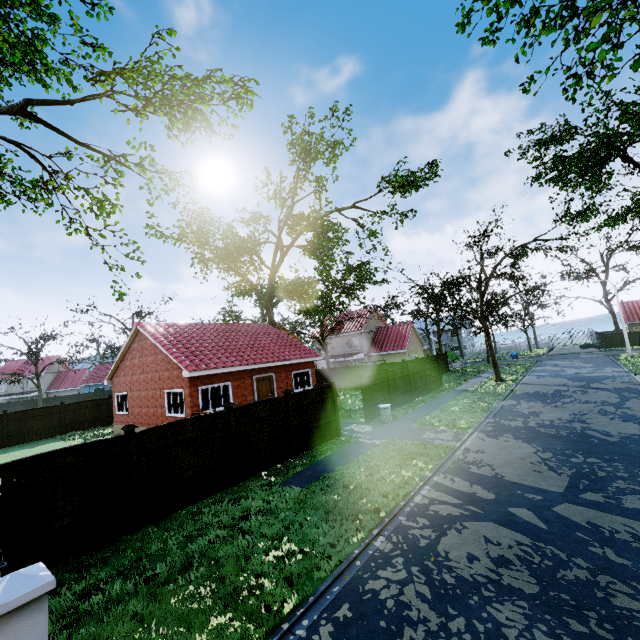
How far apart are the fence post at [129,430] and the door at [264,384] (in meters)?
11.11

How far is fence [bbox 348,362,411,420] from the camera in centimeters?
1756cm

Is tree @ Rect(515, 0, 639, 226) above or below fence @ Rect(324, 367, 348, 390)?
above

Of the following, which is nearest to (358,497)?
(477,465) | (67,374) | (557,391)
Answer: (477,465)

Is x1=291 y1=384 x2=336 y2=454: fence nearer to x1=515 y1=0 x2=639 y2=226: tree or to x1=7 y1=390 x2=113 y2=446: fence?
x1=7 y1=390 x2=113 y2=446: fence

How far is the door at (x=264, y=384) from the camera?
19.55m

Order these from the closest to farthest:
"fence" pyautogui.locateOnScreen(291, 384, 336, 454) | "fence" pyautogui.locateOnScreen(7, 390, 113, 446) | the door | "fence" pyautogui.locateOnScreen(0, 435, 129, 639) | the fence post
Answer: "fence" pyautogui.locateOnScreen(0, 435, 129, 639), the fence post, "fence" pyautogui.locateOnScreen(291, 384, 336, 454), the door, "fence" pyautogui.locateOnScreen(7, 390, 113, 446)

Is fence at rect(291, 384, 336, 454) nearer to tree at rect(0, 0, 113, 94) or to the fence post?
the fence post
